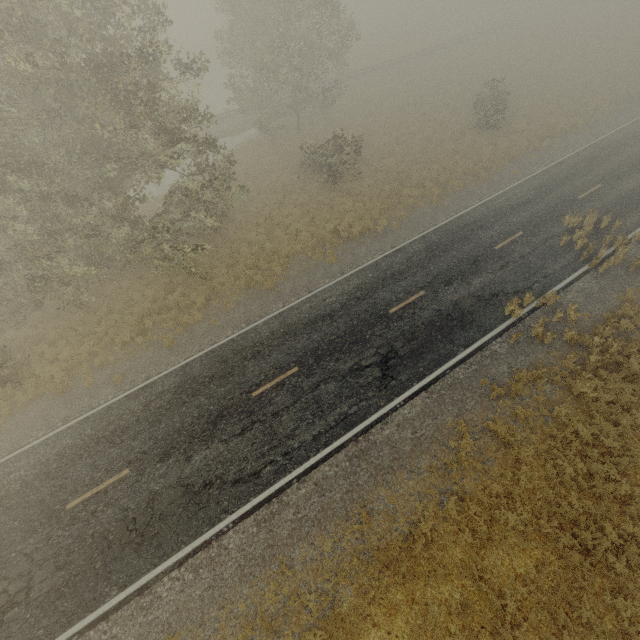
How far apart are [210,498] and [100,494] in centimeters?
416cm
